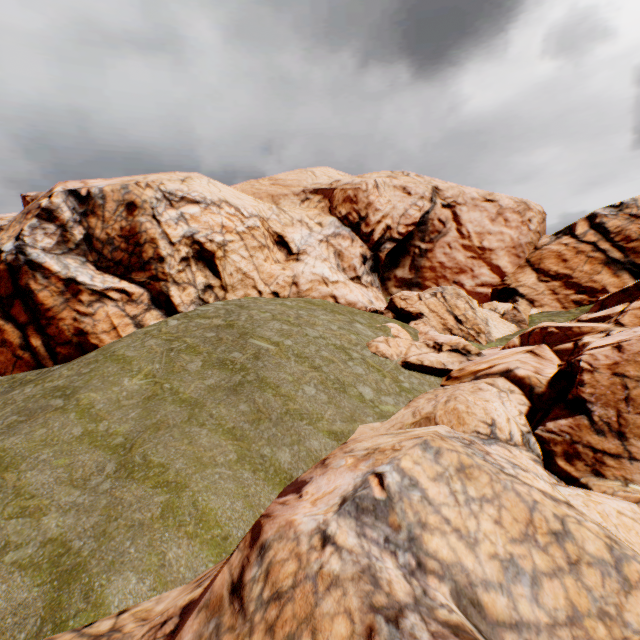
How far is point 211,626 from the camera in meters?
3.3 m
